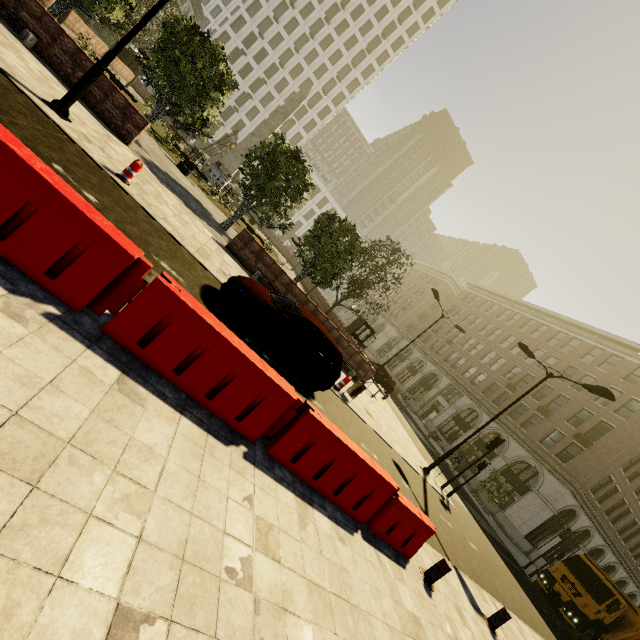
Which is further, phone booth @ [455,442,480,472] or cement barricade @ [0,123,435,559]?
phone booth @ [455,442,480,472]

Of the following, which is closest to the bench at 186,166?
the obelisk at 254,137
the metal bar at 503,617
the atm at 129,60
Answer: the obelisk at 254,137

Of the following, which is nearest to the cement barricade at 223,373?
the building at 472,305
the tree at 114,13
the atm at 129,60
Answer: the building at 472,305

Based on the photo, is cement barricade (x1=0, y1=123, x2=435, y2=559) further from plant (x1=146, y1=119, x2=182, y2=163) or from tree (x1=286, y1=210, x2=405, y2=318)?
plant (x1=146, y1=119, x2=182, y2=163)

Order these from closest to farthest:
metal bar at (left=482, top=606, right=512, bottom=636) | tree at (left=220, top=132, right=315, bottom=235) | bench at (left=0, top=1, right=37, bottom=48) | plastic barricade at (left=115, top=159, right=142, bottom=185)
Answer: metal bar at (left=482, top=606, right=512, bottom=636), plastic barricade at (left=115, top=159, right=142, bottom=185), bench at (left=0, top=1, right=37, bottom=48), tree at (left=220, top=132, right=315, bottom=235)

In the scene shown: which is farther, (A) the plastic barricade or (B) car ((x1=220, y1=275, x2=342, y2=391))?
(A) the plastic barricade

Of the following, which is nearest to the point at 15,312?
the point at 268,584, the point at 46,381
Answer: the point at 46,381

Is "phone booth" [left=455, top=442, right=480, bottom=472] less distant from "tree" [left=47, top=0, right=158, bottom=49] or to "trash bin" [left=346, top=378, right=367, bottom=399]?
"tree" [left=47, top=0, right=158, bottom=49]
